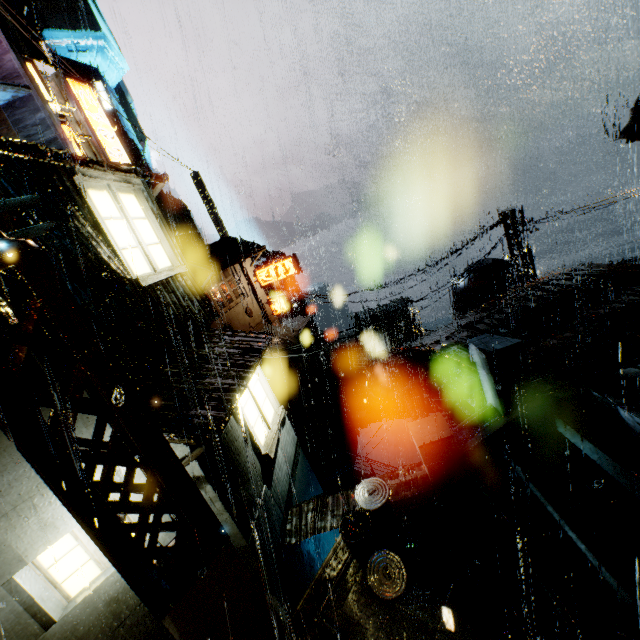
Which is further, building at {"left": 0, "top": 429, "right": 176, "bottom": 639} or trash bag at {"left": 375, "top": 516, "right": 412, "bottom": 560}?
trash bag at {"left": 375, "top": 516, "right": 412, "bottom": 560}

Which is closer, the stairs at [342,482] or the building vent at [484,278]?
the stairs at [342,482]

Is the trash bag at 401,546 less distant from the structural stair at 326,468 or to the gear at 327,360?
the structural stair at 326,468

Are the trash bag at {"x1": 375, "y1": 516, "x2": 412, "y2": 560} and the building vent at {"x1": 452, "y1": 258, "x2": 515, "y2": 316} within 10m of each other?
no

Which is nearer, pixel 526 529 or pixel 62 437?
pixel 62 437

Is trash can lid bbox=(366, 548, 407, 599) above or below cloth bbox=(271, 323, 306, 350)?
above

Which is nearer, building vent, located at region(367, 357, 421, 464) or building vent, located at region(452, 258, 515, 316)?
building vent, located at region(452, 258, 515, 316)

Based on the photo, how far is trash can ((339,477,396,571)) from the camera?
6.4 meters
